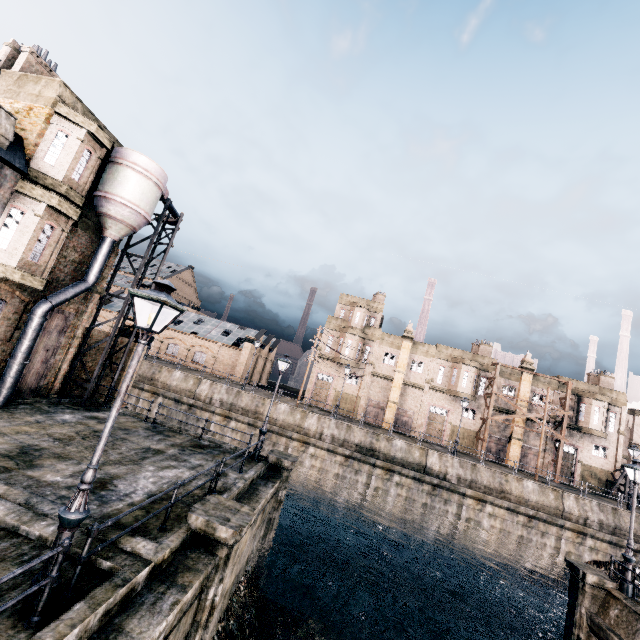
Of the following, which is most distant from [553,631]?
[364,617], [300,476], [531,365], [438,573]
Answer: [531,365]

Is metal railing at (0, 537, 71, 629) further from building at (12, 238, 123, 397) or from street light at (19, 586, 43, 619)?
building at (12, 238, 123, 397)

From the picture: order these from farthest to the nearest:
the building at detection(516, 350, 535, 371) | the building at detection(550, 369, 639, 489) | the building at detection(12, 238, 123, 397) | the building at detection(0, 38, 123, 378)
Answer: the building at detection(516, 350, 535, 371), the building at detection(550, 369, 639, 489), the building at detection(12, 238, 123, 397), the building at detection(0, 38, 123, 378)

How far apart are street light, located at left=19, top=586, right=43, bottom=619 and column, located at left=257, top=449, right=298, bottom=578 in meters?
12.0 m

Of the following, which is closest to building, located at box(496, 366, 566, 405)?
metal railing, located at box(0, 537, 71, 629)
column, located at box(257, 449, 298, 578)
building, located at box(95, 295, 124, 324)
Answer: building, located at box(95, 295, 124, 324)

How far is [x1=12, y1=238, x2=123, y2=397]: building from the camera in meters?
16.1 m

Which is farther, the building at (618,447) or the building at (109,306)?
the building at (109,306)

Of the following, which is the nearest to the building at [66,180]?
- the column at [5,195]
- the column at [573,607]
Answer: the column at [5,195]
